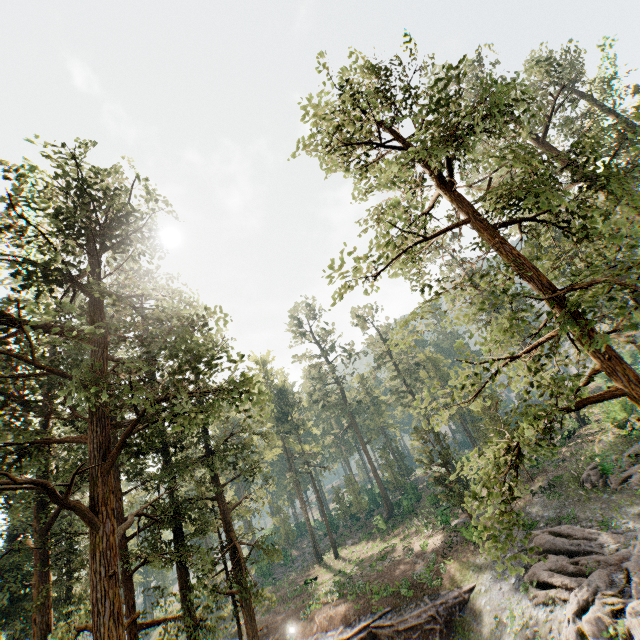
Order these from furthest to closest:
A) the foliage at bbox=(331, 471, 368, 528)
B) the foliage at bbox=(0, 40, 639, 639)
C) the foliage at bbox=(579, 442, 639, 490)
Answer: the foliage at bbox=(331, 471, 368, 528)
the foliage at bbox=(579, 442, 639, 490)
the foliage at bbox=(0, 40, 639, 639)

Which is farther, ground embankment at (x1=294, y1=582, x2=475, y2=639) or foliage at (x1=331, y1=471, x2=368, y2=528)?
foliage at (x1=331, y1=471, x2=368, y2=528)

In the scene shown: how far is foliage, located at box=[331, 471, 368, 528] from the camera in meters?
47.6

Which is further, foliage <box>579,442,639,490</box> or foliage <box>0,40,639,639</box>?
foliage <box>579,442,639,490</box>

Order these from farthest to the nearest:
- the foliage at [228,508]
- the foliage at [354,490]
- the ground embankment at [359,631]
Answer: the foliage at [354,490] < the ground embankment at [359,631] < the foliage at [228,508]

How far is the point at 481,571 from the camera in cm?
2323

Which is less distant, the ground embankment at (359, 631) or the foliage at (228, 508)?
the foliage at (228, 508)
